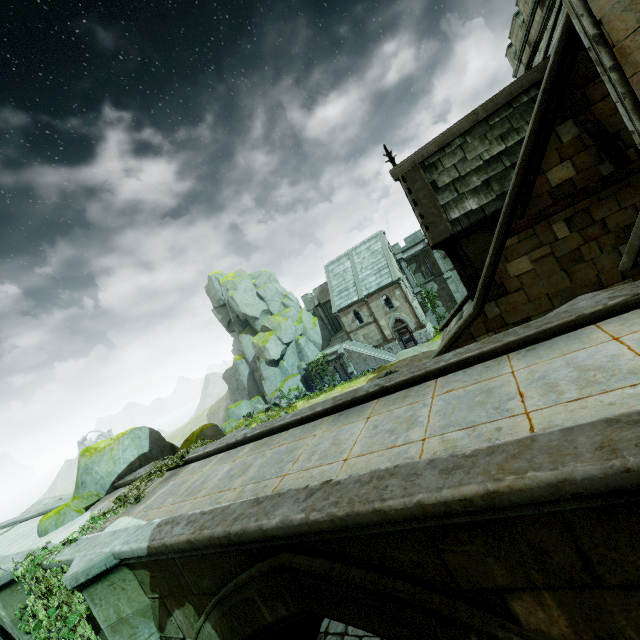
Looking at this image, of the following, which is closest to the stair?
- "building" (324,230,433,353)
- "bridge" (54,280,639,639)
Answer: "building" (324,230,433,353)

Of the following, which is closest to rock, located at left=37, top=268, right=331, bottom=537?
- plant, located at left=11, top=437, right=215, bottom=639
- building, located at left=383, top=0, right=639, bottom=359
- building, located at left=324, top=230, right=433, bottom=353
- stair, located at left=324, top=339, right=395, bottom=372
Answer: stair, located at left=324, top=339, right=395, bottom=372

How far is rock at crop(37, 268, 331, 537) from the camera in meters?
12.2 m

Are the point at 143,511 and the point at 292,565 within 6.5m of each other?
yes

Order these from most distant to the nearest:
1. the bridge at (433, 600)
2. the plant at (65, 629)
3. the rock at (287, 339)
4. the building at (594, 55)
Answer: the rock at (287, 339)
the plant at (65, 629)
the building at (594, 55)
the bridge at (433, 600)

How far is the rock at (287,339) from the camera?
12.23m

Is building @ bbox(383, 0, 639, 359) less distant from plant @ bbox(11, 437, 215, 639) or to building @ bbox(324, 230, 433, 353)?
plant @ bbox(11, 437, 215, 639)

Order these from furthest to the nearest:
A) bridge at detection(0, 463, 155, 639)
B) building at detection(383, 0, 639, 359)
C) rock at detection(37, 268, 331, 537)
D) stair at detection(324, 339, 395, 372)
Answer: stair at detection(324, 339, 395, 372), rock at detection(37, 268, 331, 537), bridge at detection(0, 463, 155, 639), building at detection(383, 0, 639, 359)
